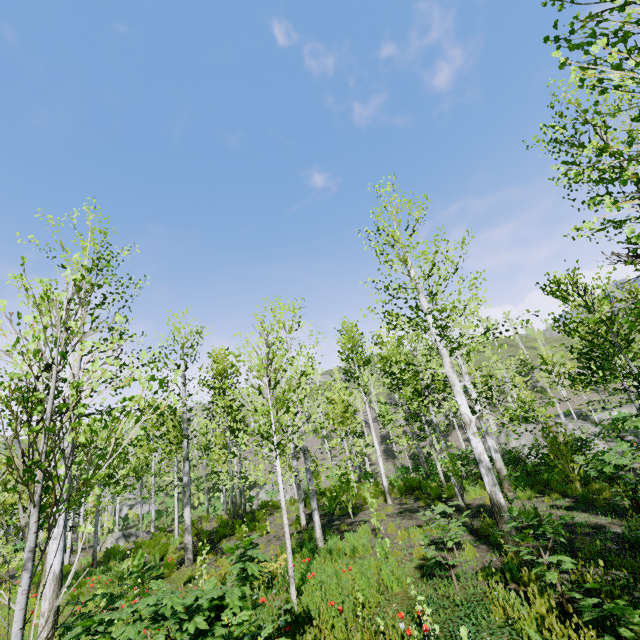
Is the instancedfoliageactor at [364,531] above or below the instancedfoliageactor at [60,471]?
below

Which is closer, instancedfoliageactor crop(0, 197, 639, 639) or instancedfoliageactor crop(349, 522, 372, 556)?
instancedfoliageactor crop(0, 197, 639, 639)

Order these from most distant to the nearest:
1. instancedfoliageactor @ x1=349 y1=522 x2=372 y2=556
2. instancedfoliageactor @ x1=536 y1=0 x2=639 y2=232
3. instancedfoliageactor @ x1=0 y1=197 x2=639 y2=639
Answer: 1. instancedfoliageactor @ x1=349 y1=522 x2=372 y2=556
2. instancedfoliageactor @ x1=0 y1=197 x2=639 y2=639
3. instancedfoliageactor @ x1=536 y1=0 x2=639 y2=232

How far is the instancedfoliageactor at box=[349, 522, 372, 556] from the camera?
8.4 meters

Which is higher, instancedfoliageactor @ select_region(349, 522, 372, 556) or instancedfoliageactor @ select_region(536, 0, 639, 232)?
instancedfoliageactor @ select_region(536, 0, 639, 232)

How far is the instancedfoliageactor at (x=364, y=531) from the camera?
8.4 meters

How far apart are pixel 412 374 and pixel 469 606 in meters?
4.3
